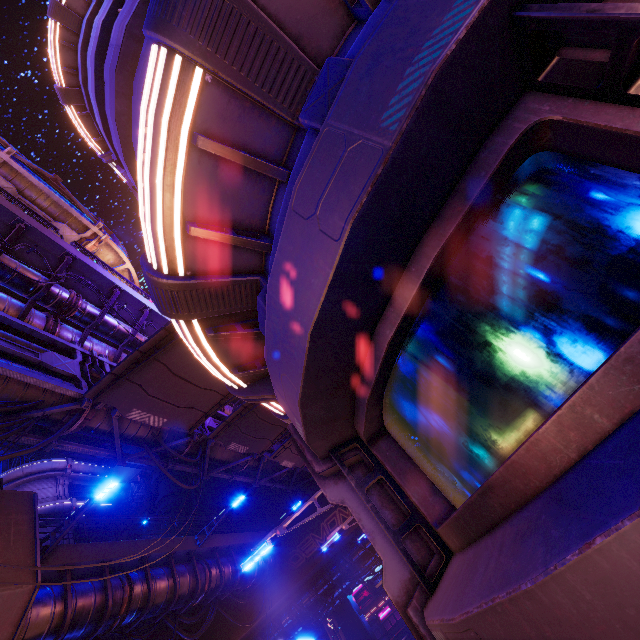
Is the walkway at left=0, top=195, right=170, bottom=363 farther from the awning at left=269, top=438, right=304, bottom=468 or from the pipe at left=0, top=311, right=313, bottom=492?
the awning at left=269, top=438, right=304, bottom=468

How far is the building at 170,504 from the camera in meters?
26.2

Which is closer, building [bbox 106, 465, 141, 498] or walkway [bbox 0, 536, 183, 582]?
walkway [bbox 0, 536, 183, 582]

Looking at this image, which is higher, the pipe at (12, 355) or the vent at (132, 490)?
the vent at (132, 490)

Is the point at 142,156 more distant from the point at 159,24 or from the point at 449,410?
the point at 449,410

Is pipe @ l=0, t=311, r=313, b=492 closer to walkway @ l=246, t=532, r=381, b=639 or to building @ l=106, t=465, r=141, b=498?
walkway @ l=246, t=532, r=381, b=639

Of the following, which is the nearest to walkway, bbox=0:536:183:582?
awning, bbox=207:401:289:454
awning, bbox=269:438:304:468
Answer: awning, bbox=207:401:289:454

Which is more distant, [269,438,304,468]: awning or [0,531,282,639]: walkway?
[269,438,304,468]: awning
